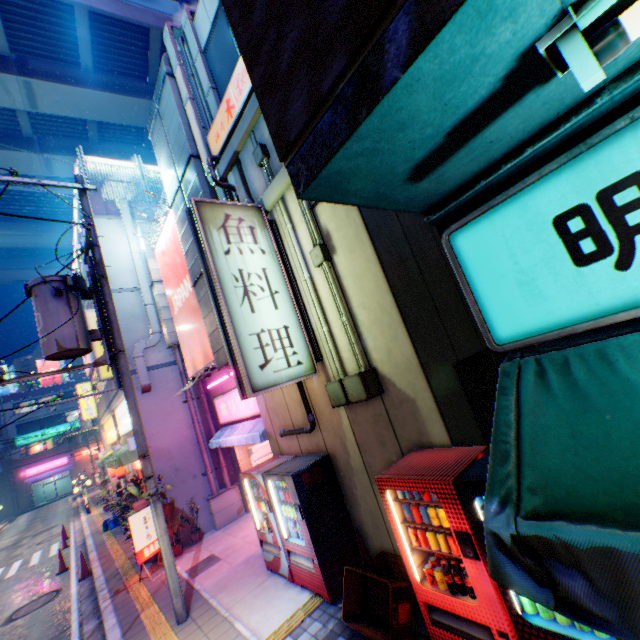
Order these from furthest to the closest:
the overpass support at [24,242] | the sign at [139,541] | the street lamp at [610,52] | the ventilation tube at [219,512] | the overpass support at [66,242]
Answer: the overpass support at [66,242], the overpass support at [24,242], the ventilation tube at [219,512], the sign at [139,541], the street lamp at [610,52]

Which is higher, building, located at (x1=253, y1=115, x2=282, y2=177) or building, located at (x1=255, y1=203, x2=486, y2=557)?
building, located at (x1=253, y1=115, x2=282, y2=177)

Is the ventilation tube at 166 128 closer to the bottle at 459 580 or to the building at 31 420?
the bottle at 459 580

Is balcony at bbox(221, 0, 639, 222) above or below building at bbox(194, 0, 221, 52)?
below

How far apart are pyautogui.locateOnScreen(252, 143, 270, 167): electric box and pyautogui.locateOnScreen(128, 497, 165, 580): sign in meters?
9.3 m

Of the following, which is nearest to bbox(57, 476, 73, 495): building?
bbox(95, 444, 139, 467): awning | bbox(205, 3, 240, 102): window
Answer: bbox(95, 444, 139, 467): awning

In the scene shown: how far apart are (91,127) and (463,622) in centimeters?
2975cm

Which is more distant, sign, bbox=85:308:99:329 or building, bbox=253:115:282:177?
sign, bbox=85:308:99:329
